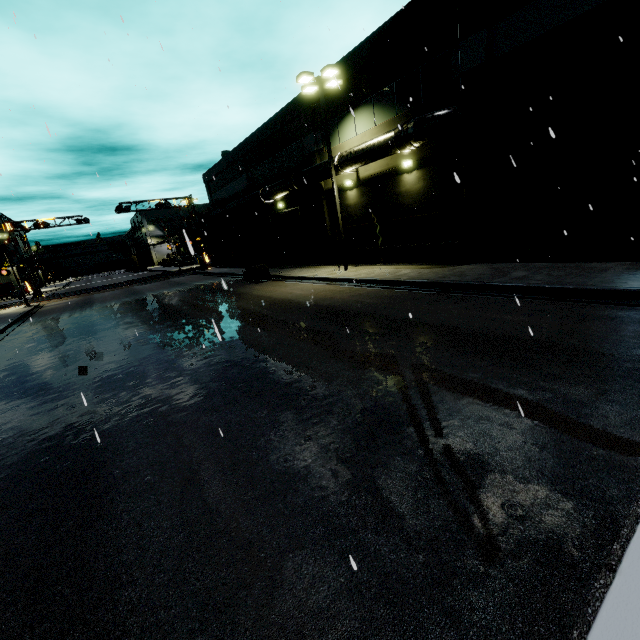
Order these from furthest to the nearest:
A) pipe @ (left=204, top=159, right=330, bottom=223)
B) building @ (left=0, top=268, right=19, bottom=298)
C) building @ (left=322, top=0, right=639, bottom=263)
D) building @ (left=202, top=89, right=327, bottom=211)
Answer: building @ (left=0, top=268, right=19, bottom=298)
building @ (left=202, top=89, right=327, bottom=211)
pipe @ (left=204, top=159, right=330, bottom=223)
building @ (left=322, top=0, right=639, bottom=263)

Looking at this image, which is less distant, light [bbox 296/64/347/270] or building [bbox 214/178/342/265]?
light [bbox 296/64/347/270]

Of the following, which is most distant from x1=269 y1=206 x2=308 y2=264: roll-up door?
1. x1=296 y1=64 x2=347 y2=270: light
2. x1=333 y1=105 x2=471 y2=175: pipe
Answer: x1=296 y1=64 x2=347 y2=270: light

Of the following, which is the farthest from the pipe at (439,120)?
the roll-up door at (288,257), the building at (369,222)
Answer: the roll-up door at (288,257)

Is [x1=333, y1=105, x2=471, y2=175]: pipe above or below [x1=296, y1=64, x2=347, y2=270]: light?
below

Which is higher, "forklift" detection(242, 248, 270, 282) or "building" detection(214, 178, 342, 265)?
"building" detection(214, 178, 342, 265)

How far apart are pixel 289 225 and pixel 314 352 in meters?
21.1

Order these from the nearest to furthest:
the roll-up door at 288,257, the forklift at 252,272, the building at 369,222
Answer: the building at 369,222 < the forklift at 252,272 < the roll-up door at 288,257
